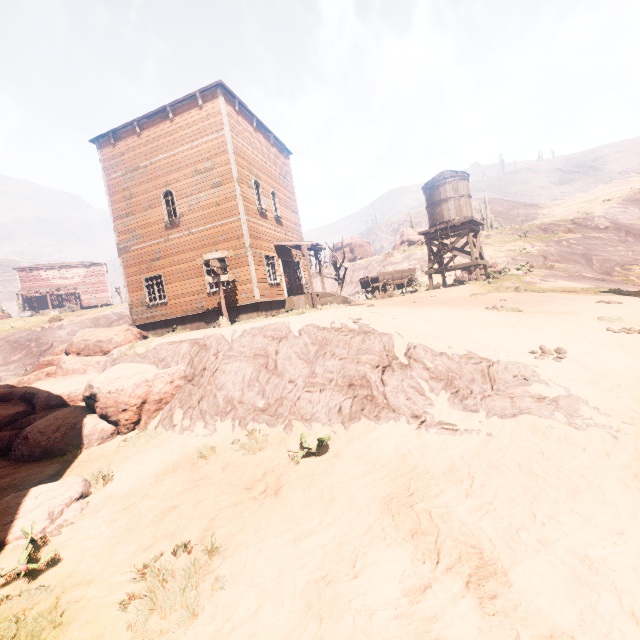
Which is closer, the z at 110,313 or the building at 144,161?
the building at 144,161

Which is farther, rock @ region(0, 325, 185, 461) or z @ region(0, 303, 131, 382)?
z @ region(0, 303, 131, 382)

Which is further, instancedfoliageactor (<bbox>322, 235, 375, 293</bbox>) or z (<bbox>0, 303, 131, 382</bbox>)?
z (<bbox>0, 303, 131, 382</bbox>)

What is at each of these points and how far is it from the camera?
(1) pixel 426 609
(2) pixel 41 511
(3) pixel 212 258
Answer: (1) z, 2.6 meters
(2) instancedfoliageactor, 5.0 meters
(3) sign, 13.7 meters

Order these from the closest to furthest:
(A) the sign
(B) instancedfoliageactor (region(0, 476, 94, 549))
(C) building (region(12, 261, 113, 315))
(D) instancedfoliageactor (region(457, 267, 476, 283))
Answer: (B) instancedfoliageactor (region(0, 476, 94, 549)), (A) the sign, (D) instancedfoliageactor (region(457, 267, 476, 283)), (C) building (region(12, 261, 113, 315))

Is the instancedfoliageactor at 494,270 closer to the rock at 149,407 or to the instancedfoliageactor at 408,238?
the rock at 149,407

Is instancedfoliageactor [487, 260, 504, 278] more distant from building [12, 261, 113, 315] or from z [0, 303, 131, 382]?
building [12, 261, 113, 315]
